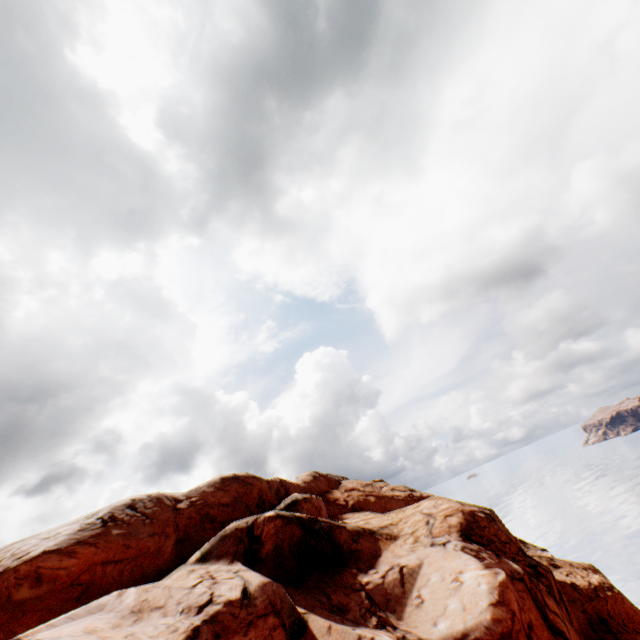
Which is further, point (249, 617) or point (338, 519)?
point (338, 519)
